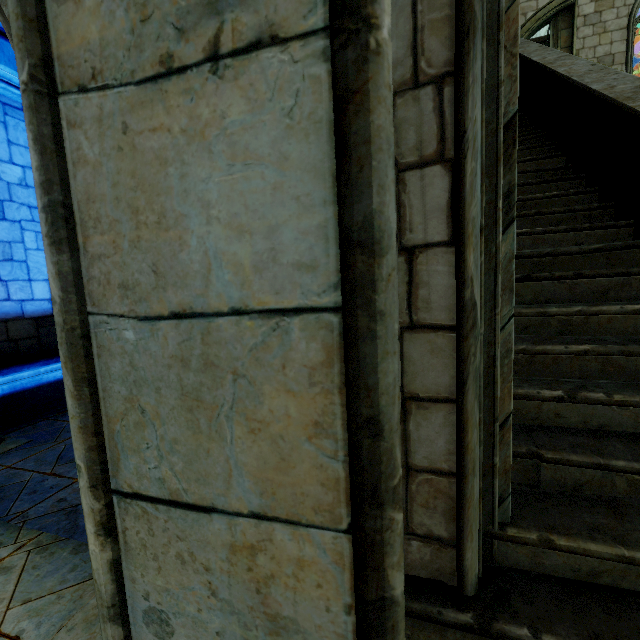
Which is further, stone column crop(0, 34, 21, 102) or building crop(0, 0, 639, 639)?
stone column crop(0, 34, 21, 102)

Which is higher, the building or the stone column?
the stone column

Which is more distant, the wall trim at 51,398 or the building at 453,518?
the wall trim at 51,398

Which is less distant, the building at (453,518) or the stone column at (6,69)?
the building at (453,518)

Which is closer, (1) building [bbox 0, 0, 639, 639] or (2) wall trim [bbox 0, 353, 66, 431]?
(1) building [bbox 0, 0, 639, 639]

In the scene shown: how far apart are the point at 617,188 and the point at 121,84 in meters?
4.2

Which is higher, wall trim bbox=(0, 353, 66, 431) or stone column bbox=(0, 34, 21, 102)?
stone column bbox=(0, 34, 21, 102)
